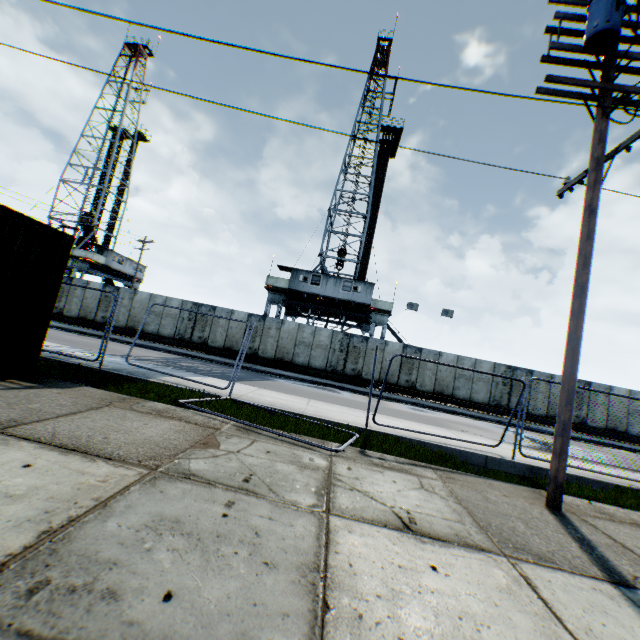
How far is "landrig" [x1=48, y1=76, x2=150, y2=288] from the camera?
34.8m

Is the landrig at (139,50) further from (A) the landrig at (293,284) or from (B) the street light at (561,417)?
(B) the street light at (561,417)

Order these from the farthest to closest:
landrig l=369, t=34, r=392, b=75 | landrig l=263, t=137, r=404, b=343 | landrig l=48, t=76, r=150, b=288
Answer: landrig l=48, t=76, r=150, b=288 < landrig l=369, t=34, r=392, b=75 < landrig l=263, t=137, r=404, b=343

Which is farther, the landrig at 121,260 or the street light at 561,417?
the landrig at 121,260

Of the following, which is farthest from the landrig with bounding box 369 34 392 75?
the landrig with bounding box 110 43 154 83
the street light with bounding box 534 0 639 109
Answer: the landrig with bounding box 110 43 154 83

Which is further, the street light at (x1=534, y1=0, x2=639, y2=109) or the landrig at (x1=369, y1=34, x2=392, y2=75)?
the landrig at (x1=369, y1=34, x2=392, y2=75)

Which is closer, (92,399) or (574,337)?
(574,337)
